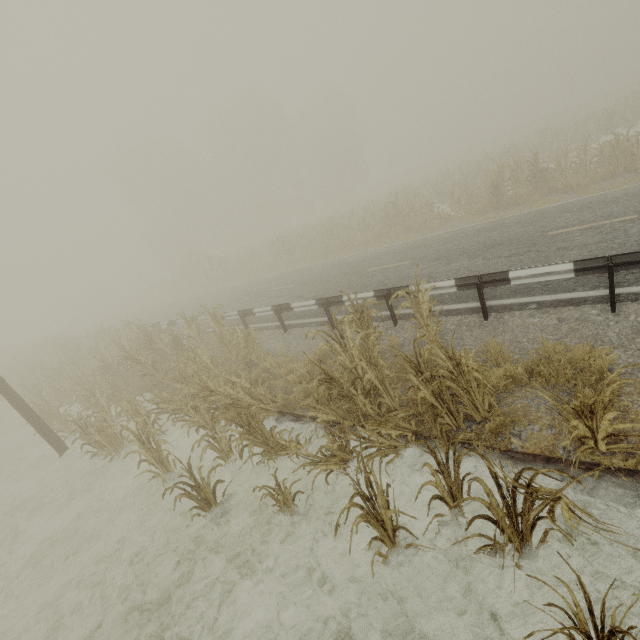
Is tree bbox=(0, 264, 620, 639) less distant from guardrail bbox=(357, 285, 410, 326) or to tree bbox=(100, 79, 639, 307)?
tree bbox=(100, 79, 639, 307)

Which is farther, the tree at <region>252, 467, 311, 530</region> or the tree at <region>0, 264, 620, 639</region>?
the tree at <region>252, 467, 311, 530</region>

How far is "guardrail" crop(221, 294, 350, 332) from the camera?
9.1 meters

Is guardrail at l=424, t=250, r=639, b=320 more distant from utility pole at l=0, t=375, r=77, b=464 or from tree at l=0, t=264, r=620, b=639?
utility pole at l=0, t=375, r=77, b=464

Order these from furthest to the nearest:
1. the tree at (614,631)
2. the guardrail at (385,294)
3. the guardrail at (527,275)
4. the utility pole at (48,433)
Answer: the utility pole at (48,433), the guardrail at (385,294), the guardrail at (527,275), the tree at (614,631)

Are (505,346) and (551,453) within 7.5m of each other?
yes

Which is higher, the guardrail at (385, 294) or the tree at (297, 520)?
the guardrail at (385, 294)

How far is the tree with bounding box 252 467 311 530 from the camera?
4.57m
